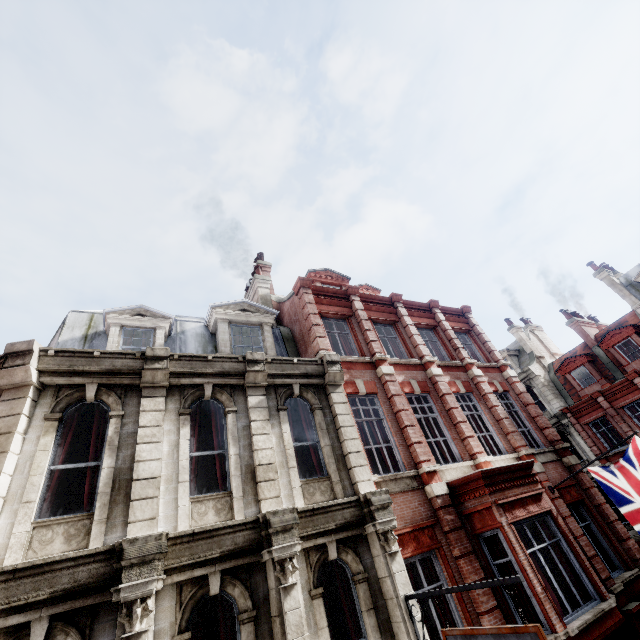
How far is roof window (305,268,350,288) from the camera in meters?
16.2 m

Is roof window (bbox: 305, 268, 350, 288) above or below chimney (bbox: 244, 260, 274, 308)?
above

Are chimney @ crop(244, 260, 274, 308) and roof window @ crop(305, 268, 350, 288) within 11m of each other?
yes

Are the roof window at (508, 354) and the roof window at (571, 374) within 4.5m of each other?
yes

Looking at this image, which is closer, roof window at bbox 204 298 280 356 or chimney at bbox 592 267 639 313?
roof window at bbox 204 298 280 356

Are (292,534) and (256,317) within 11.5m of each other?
yes

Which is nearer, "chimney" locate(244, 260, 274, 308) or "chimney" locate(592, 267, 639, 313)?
"chimney" locate(244, 260, 274, 308)

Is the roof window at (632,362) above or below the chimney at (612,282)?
below
